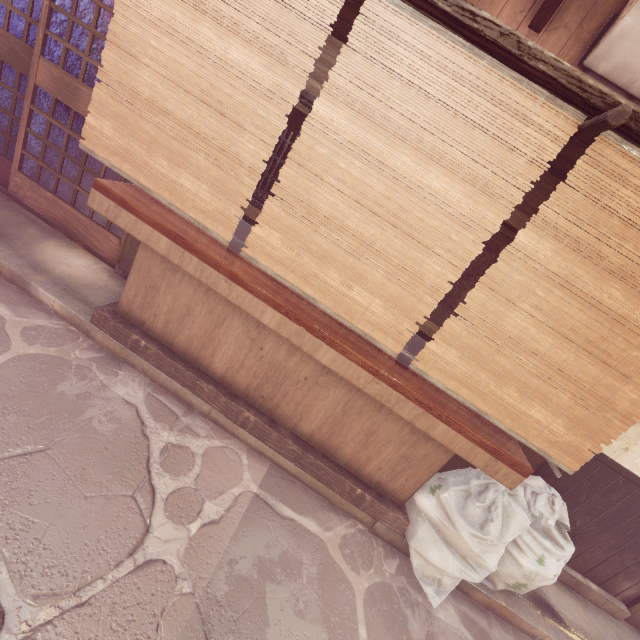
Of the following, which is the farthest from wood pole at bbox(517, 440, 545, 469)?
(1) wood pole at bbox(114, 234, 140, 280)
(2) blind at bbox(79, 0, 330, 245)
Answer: (1) wood pole at bbox(114, 234, 140, 280)

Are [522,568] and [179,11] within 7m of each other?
no

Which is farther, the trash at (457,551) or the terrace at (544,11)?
the terrace at (544,11)

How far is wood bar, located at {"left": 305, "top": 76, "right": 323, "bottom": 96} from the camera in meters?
5.3

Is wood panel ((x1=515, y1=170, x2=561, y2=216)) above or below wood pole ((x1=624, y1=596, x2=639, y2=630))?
above

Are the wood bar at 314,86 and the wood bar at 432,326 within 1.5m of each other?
no

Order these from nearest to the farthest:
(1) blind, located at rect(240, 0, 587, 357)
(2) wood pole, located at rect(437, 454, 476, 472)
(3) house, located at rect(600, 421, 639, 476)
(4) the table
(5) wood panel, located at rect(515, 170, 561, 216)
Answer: (1) blind, located at rect(240, 0, 587, 357) < (4) the table < (5) wood panel, located at rect(515, 170, 561, 216) < (3) house, located at rect(600, 421, 639, 476) < (2) wood pole, located at rect(437, 454, 476, 472)

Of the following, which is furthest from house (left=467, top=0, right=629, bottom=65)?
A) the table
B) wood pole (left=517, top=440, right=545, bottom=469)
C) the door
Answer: the table
